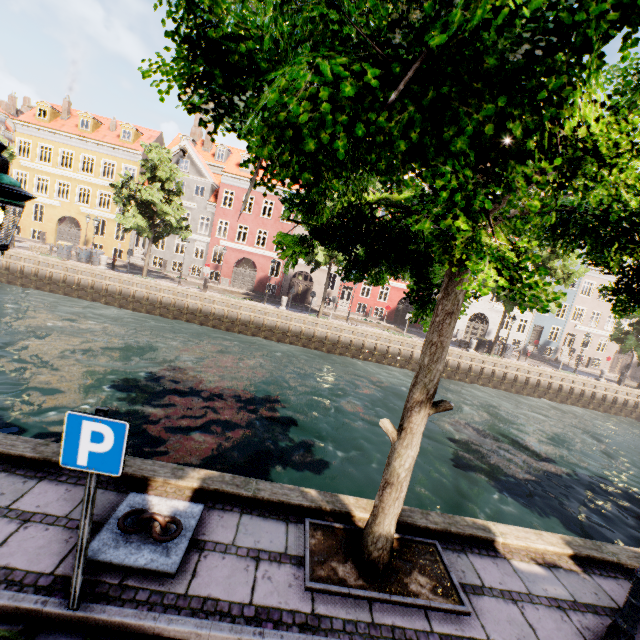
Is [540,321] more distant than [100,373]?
Yes

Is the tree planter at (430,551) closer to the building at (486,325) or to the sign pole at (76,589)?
the sign pole at (76,589)

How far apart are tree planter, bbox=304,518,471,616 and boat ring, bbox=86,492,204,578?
1.4m

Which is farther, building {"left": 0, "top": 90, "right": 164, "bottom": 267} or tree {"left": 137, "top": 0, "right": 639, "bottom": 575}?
building {"left": 0, "top": 90, "right": 164, "bottom": 267}

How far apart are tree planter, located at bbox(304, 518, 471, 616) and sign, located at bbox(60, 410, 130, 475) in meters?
2.5

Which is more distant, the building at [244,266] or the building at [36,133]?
the building at [244,266]

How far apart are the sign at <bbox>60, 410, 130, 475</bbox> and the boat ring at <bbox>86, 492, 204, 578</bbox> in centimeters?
146cm

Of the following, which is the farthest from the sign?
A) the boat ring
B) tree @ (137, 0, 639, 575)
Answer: tree @ (137, 0, 639, 575)
